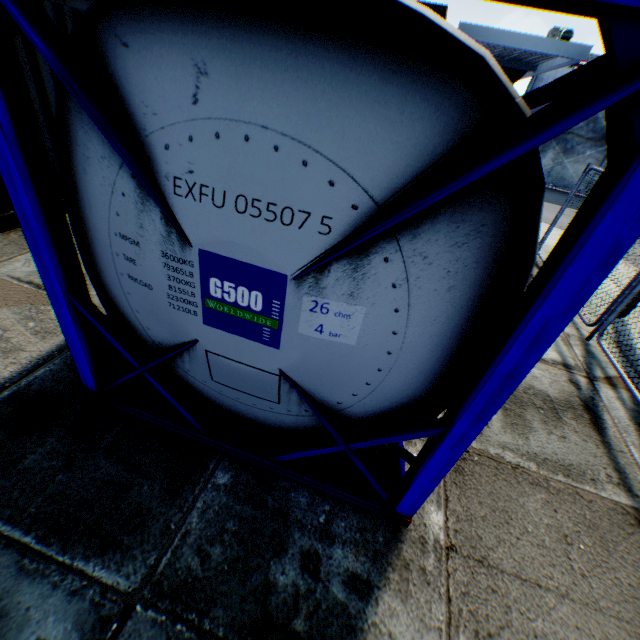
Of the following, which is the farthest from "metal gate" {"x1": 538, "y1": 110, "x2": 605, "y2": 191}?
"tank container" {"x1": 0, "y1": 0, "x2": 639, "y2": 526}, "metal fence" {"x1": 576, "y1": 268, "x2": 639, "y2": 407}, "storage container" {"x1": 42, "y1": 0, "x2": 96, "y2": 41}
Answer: "storage container" {"x1": 42, "y1": 0, "x2": 96, "y2": 41}

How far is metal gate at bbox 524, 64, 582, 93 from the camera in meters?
17.2 m

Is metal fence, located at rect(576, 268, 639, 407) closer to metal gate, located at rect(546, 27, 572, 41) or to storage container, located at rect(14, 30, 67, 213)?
storage container, located at rect(14, 30, 67, 213)

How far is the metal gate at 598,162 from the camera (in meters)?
18.27

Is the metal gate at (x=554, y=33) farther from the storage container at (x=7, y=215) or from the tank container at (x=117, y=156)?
the storage container at (x=7, y=215)

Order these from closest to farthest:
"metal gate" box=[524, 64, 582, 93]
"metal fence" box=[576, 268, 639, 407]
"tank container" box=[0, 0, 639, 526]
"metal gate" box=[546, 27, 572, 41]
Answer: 1. "tank container" box=[0, 0, 639, 526]
2. "metal fence" box=[576, 268, 639, 407]
3. "metal gate" box=[546, 27, 572, 41]
4. "metal gate" box=[524, 64, 582, 93]

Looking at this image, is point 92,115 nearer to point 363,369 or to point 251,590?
point 363,369

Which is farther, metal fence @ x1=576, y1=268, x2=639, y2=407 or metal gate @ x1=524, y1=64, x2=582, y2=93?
metal gate @ x1=524, y1=64, x2=582, y2=93
